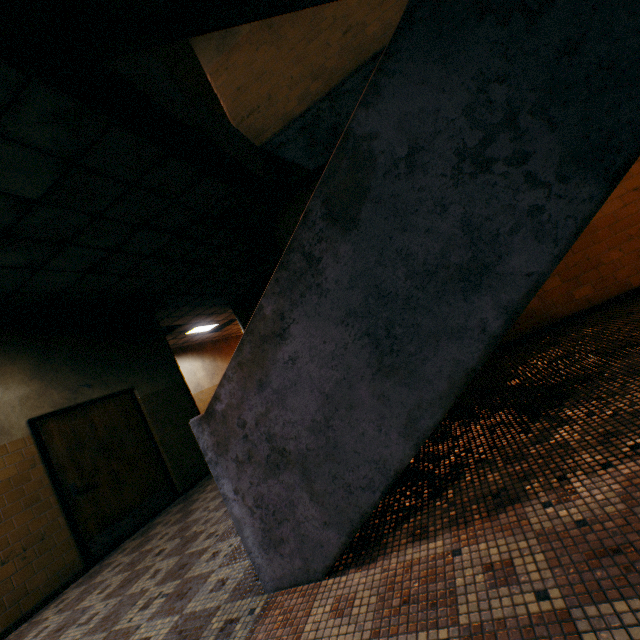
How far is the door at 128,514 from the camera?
4.53m

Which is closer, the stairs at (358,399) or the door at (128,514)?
the stairs at (358,399)

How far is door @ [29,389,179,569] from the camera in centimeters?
453cm

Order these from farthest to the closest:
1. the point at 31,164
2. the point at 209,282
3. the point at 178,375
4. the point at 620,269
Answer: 1. the point at 209,282
2. the point at 178,375
3. the point at 620,269
4. the point at 31,164

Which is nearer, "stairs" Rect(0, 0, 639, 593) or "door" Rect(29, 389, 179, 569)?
"stairs" Rect(0, 0, 639, 593)
